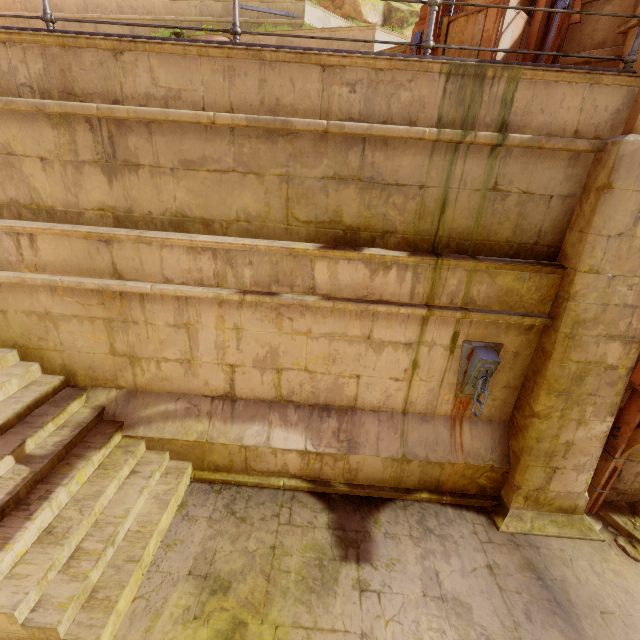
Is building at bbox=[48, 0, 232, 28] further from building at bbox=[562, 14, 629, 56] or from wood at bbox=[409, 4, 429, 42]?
building at bbox=[562, 14, 629, 56]

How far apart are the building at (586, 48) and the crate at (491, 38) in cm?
49

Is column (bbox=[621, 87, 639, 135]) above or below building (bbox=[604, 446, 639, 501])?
above

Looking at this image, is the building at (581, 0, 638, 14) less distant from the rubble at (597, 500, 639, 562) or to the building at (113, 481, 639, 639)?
the building at (113, 481, 639, 639)

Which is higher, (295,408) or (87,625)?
(295,408)

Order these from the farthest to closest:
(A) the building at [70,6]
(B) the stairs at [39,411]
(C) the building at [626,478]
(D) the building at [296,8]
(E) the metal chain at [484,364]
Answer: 1. (A) the building at [70,6]
2. (D) the building at [296,8]
3. (C) the building at [626,478]
4. (E) the metal chain at [484,364]
5. (B) the stairs at [39,411]

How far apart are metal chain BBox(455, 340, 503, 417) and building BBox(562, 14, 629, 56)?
3.4 meters

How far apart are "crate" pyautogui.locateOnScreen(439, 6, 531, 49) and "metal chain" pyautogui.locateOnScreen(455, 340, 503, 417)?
3.3 meters
